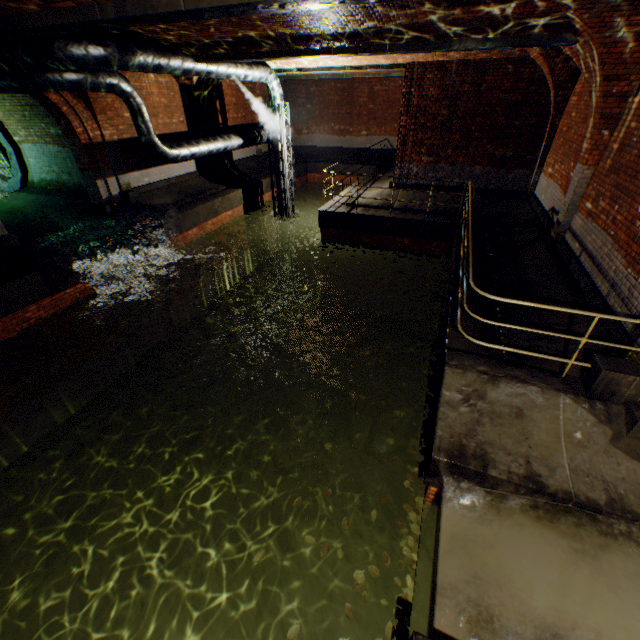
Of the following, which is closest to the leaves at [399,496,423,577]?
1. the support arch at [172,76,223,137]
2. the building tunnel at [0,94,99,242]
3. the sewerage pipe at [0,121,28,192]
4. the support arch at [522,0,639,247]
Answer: the support arch at [522,0,639,247]

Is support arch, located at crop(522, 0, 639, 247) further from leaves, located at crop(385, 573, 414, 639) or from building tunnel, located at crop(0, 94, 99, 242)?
building tunnel, located at crop(0, 94, 99, 242)

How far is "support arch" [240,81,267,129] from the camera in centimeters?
1698cm

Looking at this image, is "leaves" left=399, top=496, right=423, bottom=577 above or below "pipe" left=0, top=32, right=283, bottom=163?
below

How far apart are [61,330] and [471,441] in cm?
1033

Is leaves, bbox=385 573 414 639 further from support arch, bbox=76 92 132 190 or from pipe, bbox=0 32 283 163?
support arch, bbox=76 92 132 190

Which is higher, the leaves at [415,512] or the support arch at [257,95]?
the support arch at [257,95]

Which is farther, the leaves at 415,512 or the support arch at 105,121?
the support arch at 105,121
